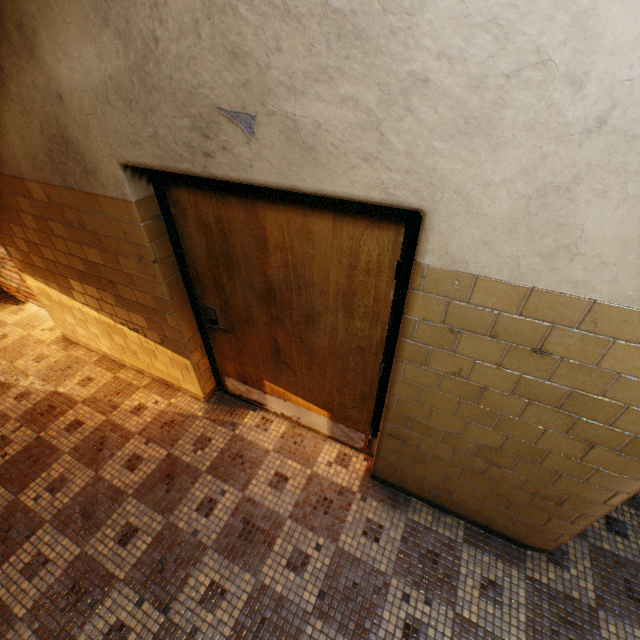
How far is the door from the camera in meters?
1.6

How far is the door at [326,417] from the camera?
1.6m

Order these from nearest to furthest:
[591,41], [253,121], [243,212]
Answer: [591,41] < [253,121] < [243,212]
